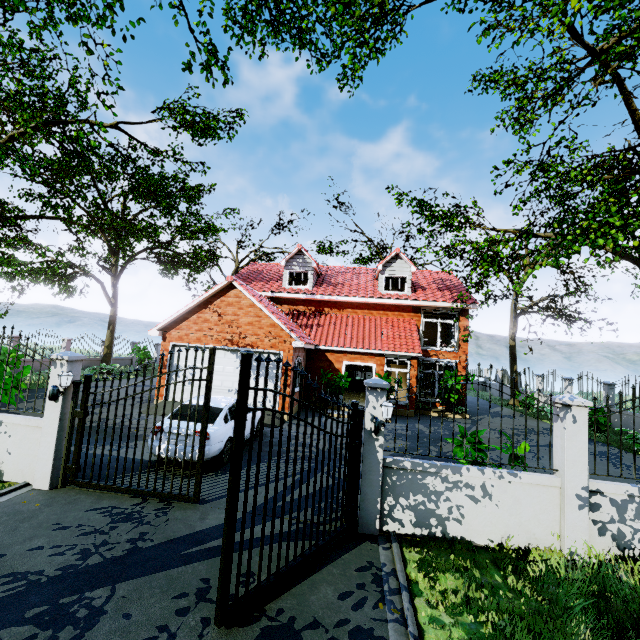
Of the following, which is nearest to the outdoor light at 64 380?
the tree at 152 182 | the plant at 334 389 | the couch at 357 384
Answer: the tree at 152 182

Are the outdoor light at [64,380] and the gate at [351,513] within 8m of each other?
yes

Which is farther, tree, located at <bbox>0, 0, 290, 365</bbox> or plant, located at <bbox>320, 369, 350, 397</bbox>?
plant, located at <bbox>320, 369, 350, 397</bbox>

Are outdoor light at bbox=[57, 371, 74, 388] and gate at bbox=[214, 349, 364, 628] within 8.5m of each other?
yes

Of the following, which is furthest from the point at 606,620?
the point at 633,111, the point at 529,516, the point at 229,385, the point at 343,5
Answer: the point at 633,111

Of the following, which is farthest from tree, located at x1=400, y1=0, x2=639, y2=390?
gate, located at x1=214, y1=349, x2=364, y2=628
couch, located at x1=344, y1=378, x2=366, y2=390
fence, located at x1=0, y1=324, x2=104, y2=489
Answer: couch, located at x1=344, y1=378, x2=366, y2=390

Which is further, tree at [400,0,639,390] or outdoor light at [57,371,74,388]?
tree at [400,0,639,390]

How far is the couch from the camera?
22.8 meters
